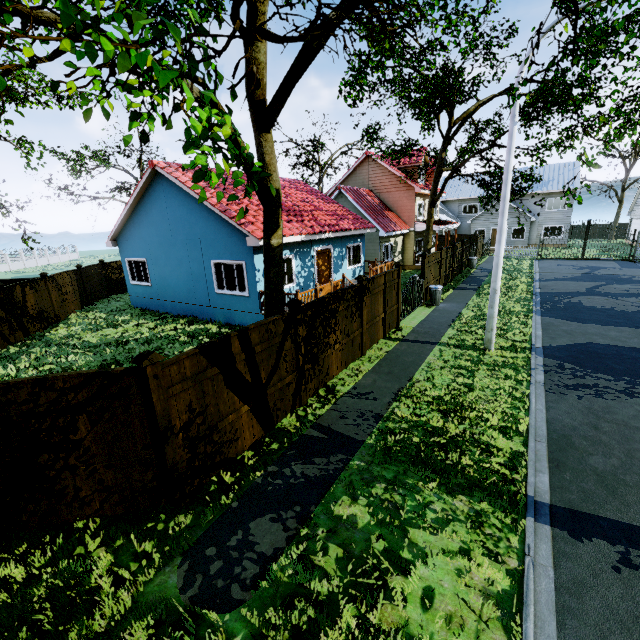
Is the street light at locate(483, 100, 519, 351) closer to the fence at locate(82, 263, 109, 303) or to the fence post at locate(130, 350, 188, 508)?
the fence at locate(82, 263, 109, 303)

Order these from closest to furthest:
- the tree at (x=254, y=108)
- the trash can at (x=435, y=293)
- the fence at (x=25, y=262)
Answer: the tree at (x=254, y=108) → the trash can at (x=435, y=293) → the fence at (x=25, y=262)

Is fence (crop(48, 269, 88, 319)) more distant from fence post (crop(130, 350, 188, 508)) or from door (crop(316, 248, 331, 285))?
door (crop(316, 248, 331, 285))

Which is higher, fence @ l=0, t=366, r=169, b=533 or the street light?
the street light

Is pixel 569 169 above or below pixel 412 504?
above

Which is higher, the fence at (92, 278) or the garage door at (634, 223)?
the garage door at (634, 223)

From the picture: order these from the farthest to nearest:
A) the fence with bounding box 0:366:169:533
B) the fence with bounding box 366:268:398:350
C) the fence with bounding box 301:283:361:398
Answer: the fence with bounding box 366:268:398:350
the fence with bounding box 301:283:361:398
the fence with bounding box 0:366:169:533

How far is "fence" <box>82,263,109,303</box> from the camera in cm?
1917
